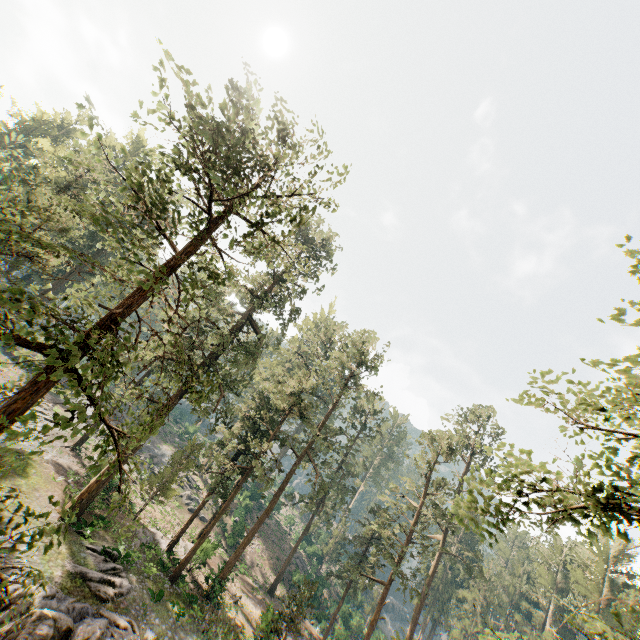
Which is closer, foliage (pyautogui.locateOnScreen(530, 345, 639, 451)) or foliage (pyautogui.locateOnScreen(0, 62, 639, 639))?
foliage (pyautogui.locateOnScreen(530, 345, 639, 451))

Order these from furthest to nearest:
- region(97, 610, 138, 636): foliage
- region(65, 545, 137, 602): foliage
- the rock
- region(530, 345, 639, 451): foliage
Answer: region(65, 545, 137, 602): foliage, region(97, 610, 138, 636): foliage, the rock, region(530, 345, 639, 451): foliage

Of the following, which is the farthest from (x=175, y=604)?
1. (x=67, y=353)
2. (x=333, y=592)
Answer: (x=333, y=592)

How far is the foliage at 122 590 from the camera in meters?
18.0 m

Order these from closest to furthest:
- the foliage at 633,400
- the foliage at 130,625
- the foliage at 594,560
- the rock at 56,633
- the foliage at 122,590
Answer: the foliage at 633,400 → the foliage at 594,560 → the rock at 56,633 → the foliage at 130,625 → the foliage at 122,590

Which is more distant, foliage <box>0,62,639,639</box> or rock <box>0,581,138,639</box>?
rock <box>0,581,138,639</box>

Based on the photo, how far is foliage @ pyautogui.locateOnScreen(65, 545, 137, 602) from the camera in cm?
1803
